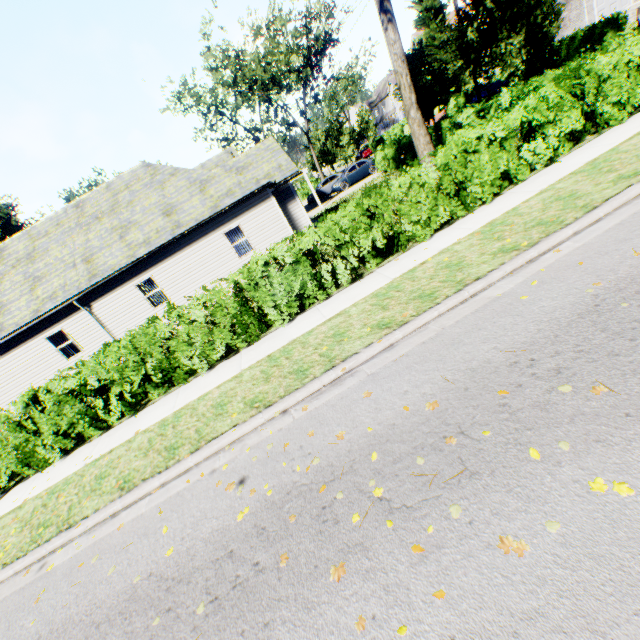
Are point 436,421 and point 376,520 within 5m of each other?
yes

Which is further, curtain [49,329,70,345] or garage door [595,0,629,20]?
garage door [595,0,629,20]

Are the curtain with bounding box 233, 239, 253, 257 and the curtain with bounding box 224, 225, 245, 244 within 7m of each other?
yes

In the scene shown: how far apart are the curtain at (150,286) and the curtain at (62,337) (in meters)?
4.05

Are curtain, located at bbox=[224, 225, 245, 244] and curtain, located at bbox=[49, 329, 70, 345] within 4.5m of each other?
no

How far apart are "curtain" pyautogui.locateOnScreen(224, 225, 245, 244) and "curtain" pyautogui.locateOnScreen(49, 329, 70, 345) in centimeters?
903cm

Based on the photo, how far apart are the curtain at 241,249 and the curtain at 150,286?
4.0 meters

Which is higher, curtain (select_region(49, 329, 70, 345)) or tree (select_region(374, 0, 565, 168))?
tree (select_region(374, 0, 565, 168))
